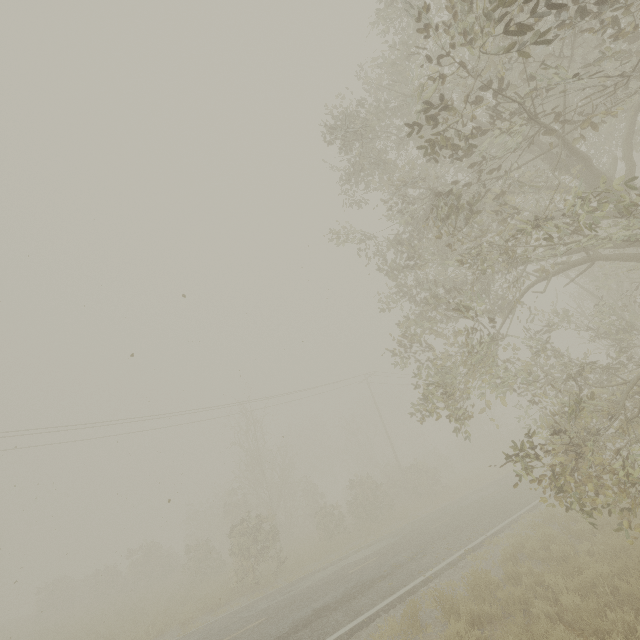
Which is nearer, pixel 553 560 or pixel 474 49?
pixel 474 49
